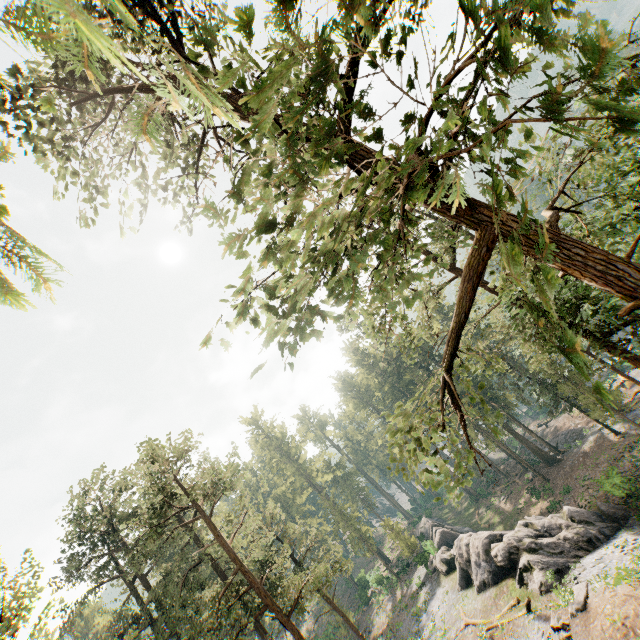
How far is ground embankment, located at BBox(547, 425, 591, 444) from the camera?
41.5m

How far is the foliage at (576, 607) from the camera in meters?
18.1

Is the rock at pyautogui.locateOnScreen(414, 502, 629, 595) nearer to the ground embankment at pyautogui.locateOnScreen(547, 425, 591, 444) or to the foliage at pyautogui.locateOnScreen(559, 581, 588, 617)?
the foliage at pyautogui.locateOnScreen(559, 581, 588, 617)

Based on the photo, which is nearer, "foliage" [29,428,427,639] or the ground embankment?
"foliage" [29,428,427,639]

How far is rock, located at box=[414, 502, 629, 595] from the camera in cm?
2280

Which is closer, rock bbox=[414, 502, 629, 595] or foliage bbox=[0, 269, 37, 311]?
foliage bbox=[0, 269, 37, 311]

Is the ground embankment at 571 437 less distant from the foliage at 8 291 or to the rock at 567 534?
the foliage at 8 291

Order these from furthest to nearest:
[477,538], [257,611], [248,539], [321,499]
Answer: [321,499]
[248,539]
[477,538]
[257,611]
